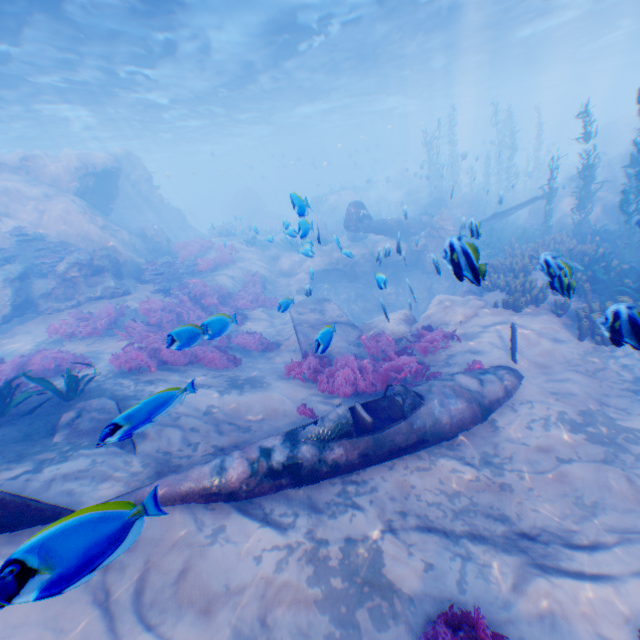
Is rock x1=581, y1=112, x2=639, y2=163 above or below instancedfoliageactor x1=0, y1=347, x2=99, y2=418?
above

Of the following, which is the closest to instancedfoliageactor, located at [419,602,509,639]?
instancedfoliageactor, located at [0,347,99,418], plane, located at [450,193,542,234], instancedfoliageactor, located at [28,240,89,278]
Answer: plane, located at [450,193,542,234]

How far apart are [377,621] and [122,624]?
2.7 meters

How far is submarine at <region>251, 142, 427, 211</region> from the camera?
44.4m

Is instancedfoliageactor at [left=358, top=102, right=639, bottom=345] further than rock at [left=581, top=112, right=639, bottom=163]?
No

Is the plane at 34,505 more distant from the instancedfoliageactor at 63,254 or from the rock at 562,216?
the instancedfoliageactor at 63,254

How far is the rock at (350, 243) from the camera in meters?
9.7 m

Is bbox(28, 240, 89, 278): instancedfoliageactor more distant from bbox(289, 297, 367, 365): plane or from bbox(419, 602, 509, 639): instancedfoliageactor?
bbox(289, 297, 367, 365): plane
